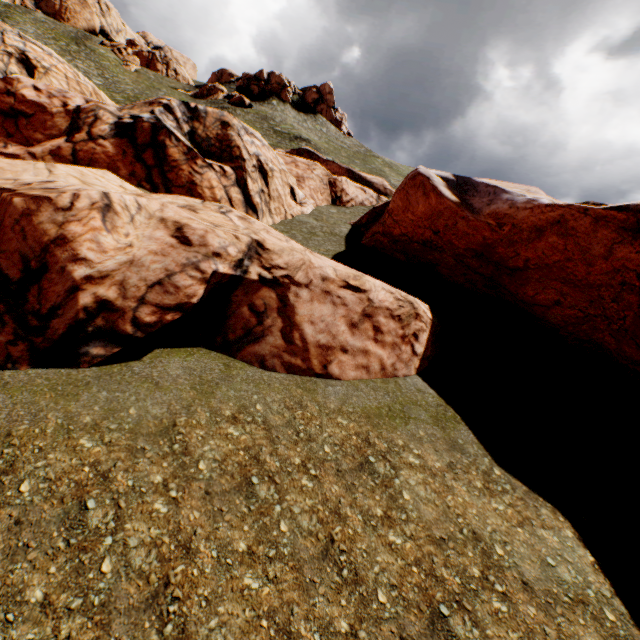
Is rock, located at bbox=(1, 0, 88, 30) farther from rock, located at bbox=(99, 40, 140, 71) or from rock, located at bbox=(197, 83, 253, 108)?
rock, located at bbox=(197, 83, 253, 108)

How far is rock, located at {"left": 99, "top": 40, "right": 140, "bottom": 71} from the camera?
56.04m

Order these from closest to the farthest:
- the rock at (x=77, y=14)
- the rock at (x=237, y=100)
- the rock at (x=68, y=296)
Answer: the rock at (x=68, y=296)
the rock at (x=237, y=100)
the rock at (x=77, y=14)

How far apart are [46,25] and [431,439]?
82.44m

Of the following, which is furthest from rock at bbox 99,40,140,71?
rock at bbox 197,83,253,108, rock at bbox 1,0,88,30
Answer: rock at bbox 1,0,88,30

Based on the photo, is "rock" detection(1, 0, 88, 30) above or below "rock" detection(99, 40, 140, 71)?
above

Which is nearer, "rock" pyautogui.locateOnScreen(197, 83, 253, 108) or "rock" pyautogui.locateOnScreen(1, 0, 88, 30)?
"rock" pyautogui.locateOnScreen(197, 83, 253, 108)

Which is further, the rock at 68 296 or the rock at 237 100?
the rock at 237 100
